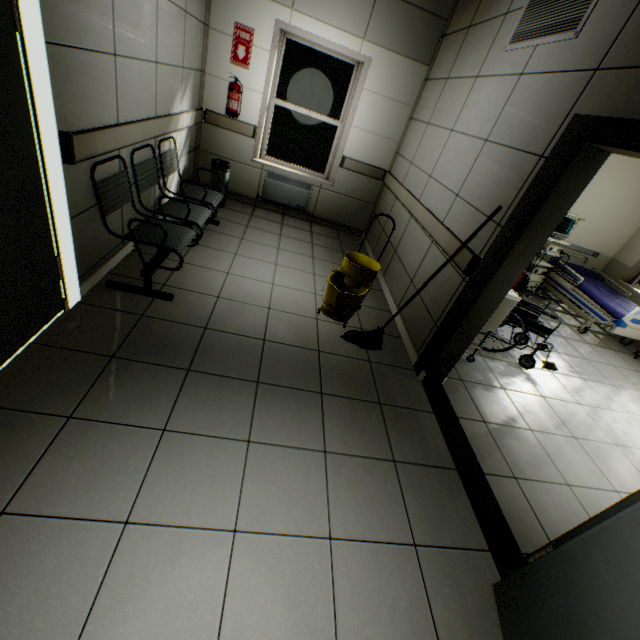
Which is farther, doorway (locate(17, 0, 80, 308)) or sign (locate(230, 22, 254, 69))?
sign (locate(230, 22, 254, 69))

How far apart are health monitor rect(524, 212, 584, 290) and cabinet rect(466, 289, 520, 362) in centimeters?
303cm

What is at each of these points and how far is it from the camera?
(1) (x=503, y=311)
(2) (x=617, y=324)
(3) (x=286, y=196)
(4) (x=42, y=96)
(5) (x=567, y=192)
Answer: (1) cabinet, 3.1 meters
(2) bed, 4.7 meters
(3) radiator, 5.4 meters
(4) doorway, 1.7 meters
(5) door, 2.0 meters

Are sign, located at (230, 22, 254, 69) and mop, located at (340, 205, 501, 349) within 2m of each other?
no

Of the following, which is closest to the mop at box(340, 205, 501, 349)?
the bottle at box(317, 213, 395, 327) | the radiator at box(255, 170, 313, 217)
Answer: the bottle at box(317, 213, 395, 327)

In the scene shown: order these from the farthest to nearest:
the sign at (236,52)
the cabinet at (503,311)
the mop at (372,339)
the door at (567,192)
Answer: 1. the sign at (236,52)
2. the cabinet at (503,311)
3. the mop at (372,339)
4. the door at (567,192)

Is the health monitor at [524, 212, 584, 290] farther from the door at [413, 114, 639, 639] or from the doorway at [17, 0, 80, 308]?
the doorway at [17, 0, 80, 308]

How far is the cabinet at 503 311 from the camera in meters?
3.1
